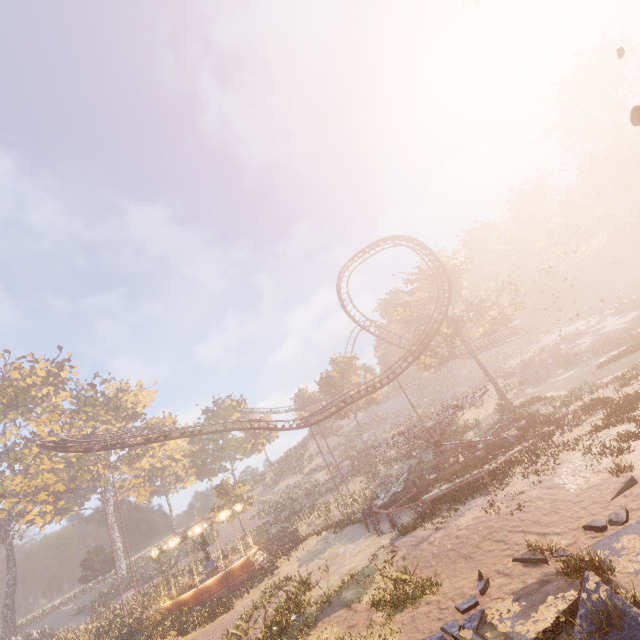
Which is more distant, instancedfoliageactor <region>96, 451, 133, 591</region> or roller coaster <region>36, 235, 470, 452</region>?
instancedfoliageactor <region>96, 451, 133, 591</region>

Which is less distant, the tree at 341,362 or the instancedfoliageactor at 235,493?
the instancedfoliageactor at 235,493

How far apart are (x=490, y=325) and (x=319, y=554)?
32.4 meters

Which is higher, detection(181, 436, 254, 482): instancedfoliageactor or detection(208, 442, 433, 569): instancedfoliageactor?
Answer: detection(181, 436, 254, 482): instancedfoliageactor

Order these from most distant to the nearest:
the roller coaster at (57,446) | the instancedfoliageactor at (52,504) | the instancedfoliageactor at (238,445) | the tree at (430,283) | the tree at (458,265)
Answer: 1. the instancedfoliageactor at (238,445)
2. the tree at (430,283)
3. the tree at (458,265)
4. the roller coaster at (57,446)
5. the instancedfoliageactor at (52,504)

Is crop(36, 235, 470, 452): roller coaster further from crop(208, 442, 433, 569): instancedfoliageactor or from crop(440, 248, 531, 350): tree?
crop(440, 248, 531, 350): tree

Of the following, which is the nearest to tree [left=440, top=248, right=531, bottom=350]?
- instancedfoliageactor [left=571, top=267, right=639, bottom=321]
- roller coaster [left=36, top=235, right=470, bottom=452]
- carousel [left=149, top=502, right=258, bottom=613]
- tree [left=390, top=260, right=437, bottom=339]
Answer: tree [left=390, top=260, right=437, bottom=339]

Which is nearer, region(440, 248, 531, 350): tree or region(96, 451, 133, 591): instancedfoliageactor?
region(440, 248, 531, 350): tree
